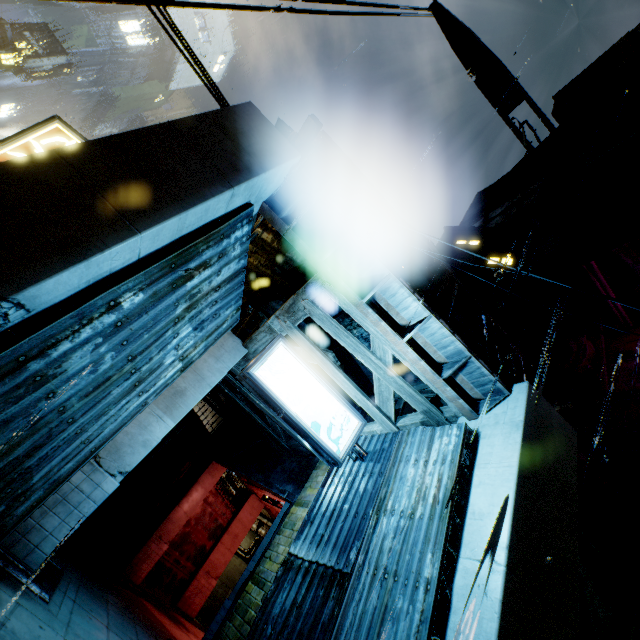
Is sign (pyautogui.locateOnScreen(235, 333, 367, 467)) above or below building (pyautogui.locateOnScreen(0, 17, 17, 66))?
below

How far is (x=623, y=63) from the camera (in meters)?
30.67

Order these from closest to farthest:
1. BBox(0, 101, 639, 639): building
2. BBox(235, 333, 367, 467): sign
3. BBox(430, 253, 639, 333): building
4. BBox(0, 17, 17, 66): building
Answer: BBox(0, 101, 639, 639): building < BBox(235, 333, 367, 467): sign < BBox(430, 253, 639, 333): building < BBox(0, 17, 17, 66): building

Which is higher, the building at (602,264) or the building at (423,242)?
the building at (602,264)

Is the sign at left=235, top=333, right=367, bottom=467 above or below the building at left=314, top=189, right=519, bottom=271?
below

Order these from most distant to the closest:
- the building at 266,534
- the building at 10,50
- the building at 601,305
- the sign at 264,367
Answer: the building at 10,50
the building at 601,305
the sign at 264,367
the building at 266,534

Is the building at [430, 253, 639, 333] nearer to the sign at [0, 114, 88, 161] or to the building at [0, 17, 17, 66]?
the sign at [0, 114, 88, 161]

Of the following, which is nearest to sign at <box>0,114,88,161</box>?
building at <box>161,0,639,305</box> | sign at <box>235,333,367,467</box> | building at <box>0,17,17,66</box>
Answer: building at <box>161,0,639,305</box>
